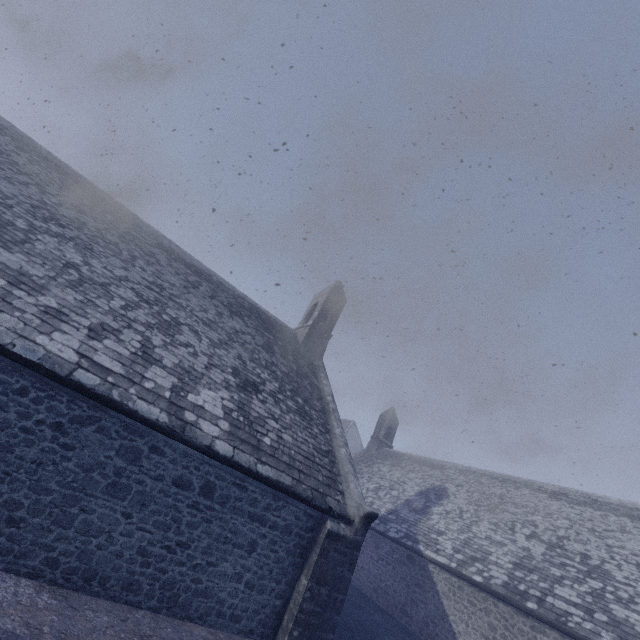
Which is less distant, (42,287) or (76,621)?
(76,621)
